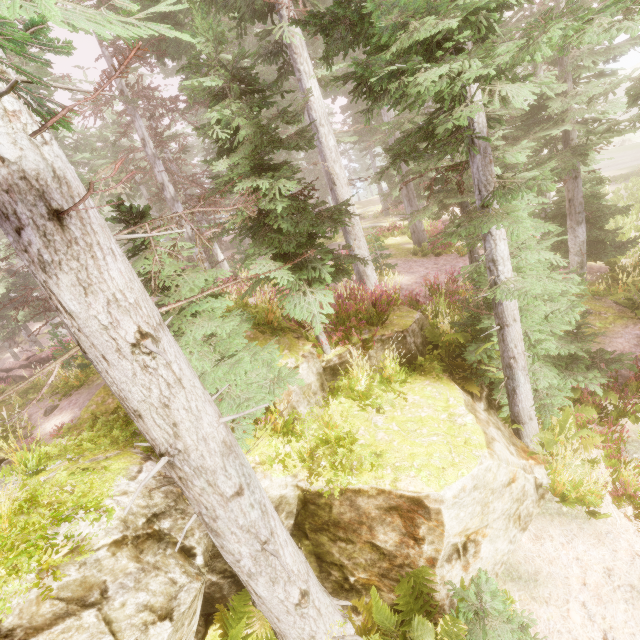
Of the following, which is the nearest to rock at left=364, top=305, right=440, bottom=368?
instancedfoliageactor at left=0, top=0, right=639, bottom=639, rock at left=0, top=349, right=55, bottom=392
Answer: instancedfoliageactor at left=0, top=0, right=639, bottom=639

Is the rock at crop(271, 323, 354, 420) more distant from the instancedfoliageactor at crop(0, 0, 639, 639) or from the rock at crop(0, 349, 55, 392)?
the rock at crop(0, 349, 55, 392)

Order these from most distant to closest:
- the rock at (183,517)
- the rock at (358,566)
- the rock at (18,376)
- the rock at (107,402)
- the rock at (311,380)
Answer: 1. the rock at (18,376)
2. the rock at (107,402)
3. the rock at (311,380)
4. the rock at (358,566)
5. the rock at (183,517)

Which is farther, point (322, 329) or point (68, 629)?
point (322, 329)

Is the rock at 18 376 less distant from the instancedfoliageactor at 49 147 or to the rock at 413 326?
the instancedfoliageactor at 49 147

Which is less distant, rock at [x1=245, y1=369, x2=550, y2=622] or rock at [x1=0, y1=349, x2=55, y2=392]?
rock at [x1=245, y1=369, x2=550, y2=622]

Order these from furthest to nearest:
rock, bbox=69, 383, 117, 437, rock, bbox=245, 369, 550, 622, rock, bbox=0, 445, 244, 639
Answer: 1. rock, bbox=69, 383, 117, 437
2. rock, bbox=245, 369, 550, 622
3. rock, bbox=0, 445, 244, 639
